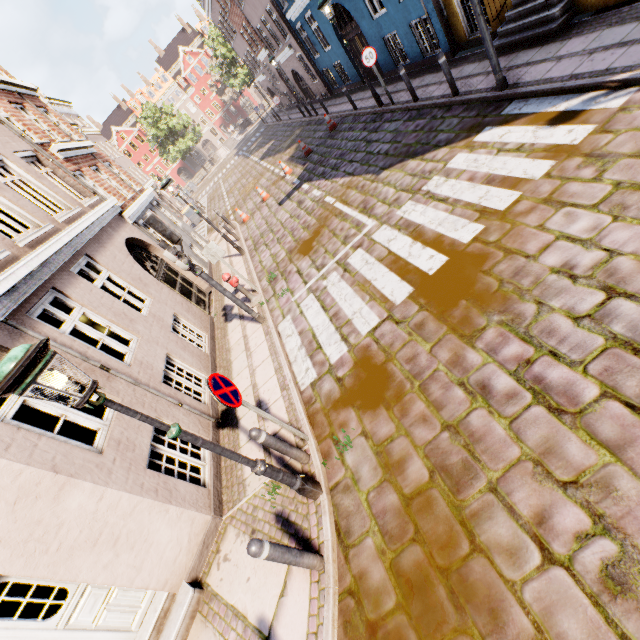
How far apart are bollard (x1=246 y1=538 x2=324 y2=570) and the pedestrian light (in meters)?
5.29

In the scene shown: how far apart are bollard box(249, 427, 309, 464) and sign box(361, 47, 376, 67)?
12.1m

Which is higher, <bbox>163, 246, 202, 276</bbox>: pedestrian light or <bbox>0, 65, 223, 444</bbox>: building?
<bbox>163, 246, 202, 276</bbox>: pedestrian light

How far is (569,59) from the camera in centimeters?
634cm

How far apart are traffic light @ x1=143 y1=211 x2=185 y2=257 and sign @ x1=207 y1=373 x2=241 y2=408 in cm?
378

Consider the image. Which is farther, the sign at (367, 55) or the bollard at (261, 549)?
the sign at (367, 55)

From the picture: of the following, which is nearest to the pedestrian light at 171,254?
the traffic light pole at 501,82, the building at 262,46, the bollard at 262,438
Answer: the building at 262,46

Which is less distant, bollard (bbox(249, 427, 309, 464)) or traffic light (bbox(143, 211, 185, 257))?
bollard (bbox(249, 427, 309, 464))
